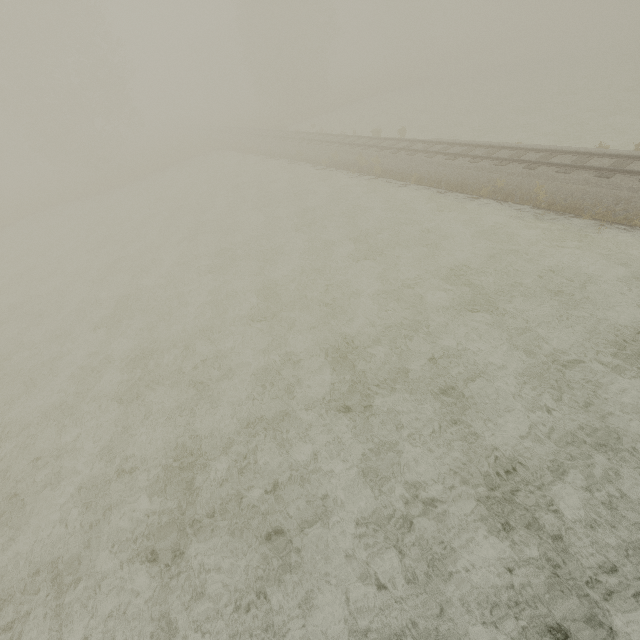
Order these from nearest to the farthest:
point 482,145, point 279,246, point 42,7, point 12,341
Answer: point 12,341 → point 279,246 → point 482,145 → point 42,7
